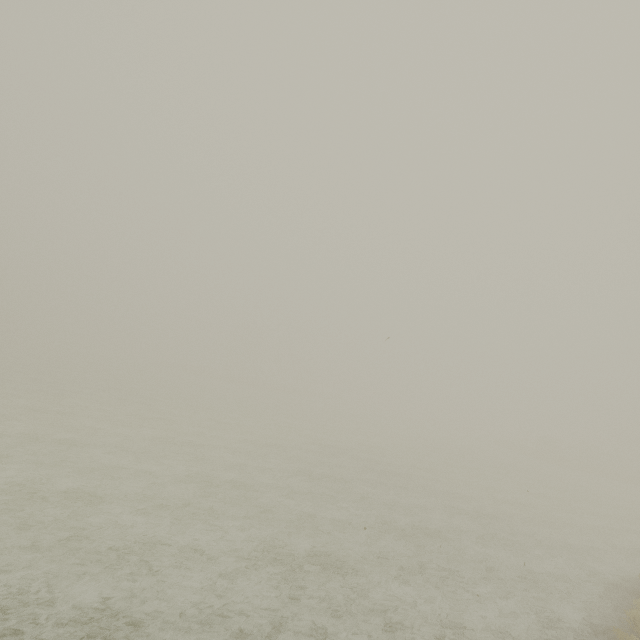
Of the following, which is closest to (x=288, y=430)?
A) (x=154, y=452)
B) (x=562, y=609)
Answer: (x=154, y=452)
